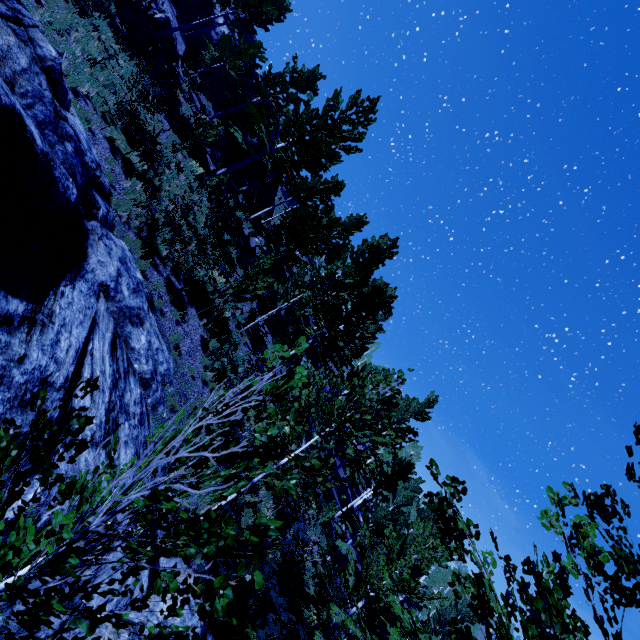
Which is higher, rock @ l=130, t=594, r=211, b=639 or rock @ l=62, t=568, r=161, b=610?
rock @ l=130, t=594, r=211, b=639

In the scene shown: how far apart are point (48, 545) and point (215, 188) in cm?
1961

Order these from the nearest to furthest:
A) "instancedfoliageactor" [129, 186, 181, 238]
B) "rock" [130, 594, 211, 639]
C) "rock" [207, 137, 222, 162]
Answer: "rock" [130, 594, 211, 639], "instancedfoliageactor" [129, 186, 181, 238], "rock" [207, 137, 222, 162]

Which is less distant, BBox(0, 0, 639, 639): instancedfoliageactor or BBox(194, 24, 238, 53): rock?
BBox(0, 0, 639, 639): instancedfoliageactor

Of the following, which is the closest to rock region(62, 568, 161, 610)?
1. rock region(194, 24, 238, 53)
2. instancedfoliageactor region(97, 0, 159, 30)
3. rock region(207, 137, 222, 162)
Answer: instancedfoliageactor region(97, 0, 159, 30)

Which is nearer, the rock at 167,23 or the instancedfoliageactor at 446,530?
the instancedfoliageactor at 446,530

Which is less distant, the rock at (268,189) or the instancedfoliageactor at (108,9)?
the instancedfoliageactor at (108,9)
